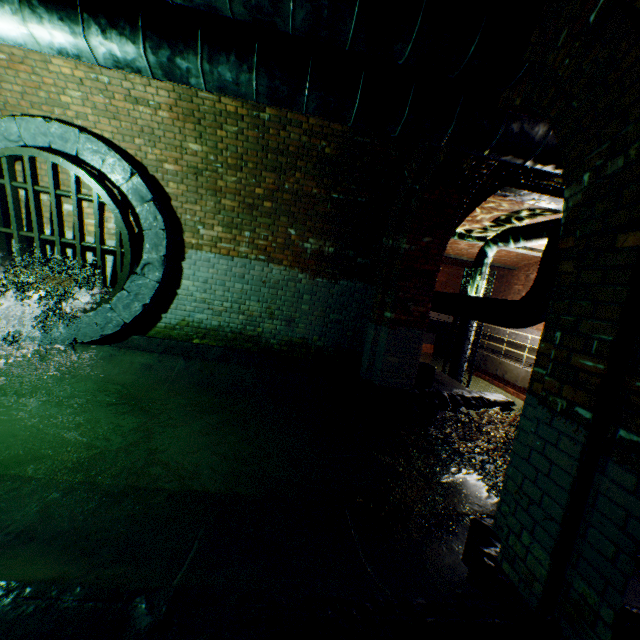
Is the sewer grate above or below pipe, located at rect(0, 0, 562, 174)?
below

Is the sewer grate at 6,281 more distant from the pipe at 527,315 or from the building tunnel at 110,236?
the pipe at 527,315

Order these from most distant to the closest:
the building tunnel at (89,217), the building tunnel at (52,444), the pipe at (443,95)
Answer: the building tunnel at (89,217), the pipe at (443,95), the building tunnel at (52,444)

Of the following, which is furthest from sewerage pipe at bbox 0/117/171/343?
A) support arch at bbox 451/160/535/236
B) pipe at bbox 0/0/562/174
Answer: support arch at bbox 451/160/535/236

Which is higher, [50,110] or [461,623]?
[50,110]

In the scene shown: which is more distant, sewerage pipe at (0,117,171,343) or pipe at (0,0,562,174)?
sewerage pipe at (0,117,171,343)

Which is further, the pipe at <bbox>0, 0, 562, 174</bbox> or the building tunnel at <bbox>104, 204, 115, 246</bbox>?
the building tunnel at <bbox>104, 204, 115, 246</bbox>

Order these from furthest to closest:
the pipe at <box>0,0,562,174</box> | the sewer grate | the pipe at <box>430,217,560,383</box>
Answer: the pipe at <box>430,217,560,383</box> < the sewer grate < the pipe at <box>0,0,562,174</box>
